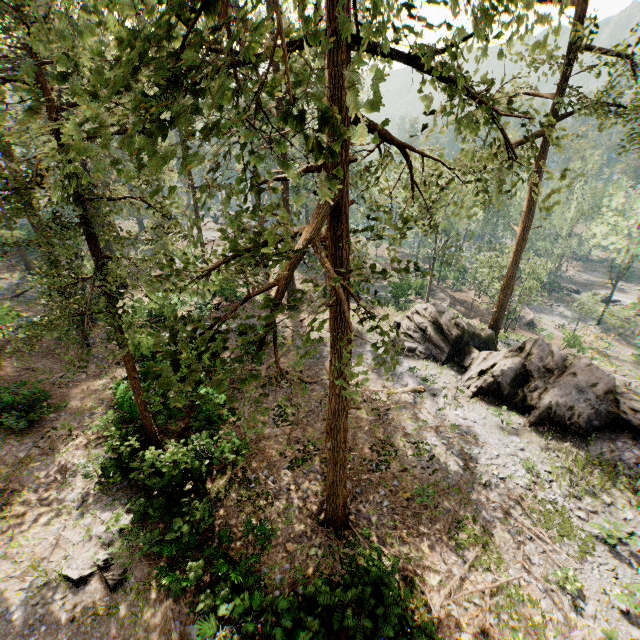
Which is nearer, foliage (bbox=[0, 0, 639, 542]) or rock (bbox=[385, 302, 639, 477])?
foliage (bbox=[0, 0, 639, 542])

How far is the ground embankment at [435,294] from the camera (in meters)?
44.31

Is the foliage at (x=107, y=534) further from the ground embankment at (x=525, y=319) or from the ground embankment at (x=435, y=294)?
the ground embankment at (x=435, y=294)

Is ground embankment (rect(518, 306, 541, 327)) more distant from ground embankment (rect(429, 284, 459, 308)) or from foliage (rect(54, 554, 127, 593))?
ground embankment (rect(429, 284, 459, 308))

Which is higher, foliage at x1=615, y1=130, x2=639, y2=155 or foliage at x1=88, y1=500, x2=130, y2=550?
foliage at x1=615, y1=130, x2=639, y2=155

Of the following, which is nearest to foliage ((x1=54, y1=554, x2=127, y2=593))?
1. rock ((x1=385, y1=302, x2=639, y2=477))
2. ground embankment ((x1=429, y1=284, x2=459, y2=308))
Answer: rock ((x1=385, y1=302, x2=639, y2=477))

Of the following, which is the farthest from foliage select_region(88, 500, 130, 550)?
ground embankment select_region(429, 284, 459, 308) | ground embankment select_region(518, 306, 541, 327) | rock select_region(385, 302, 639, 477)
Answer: ground embankment select_region(429, 284, 459, 308)

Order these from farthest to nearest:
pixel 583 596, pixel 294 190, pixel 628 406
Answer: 1. pixel 294 190
2. pixel 628 406
3. pixel 583 596
